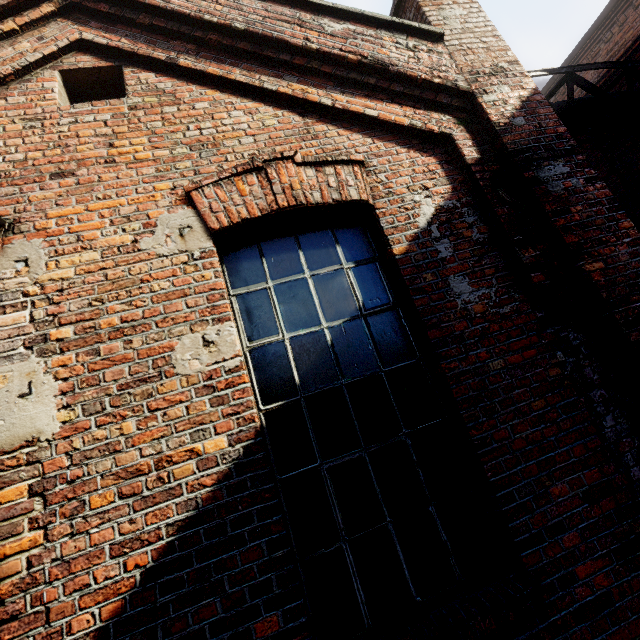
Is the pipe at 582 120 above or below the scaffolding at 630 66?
below

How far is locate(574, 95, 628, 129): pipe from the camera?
5.6 meters

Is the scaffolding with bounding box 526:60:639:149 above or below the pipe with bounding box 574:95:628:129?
above

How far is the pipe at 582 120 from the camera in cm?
555

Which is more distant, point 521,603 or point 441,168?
point 441,168
